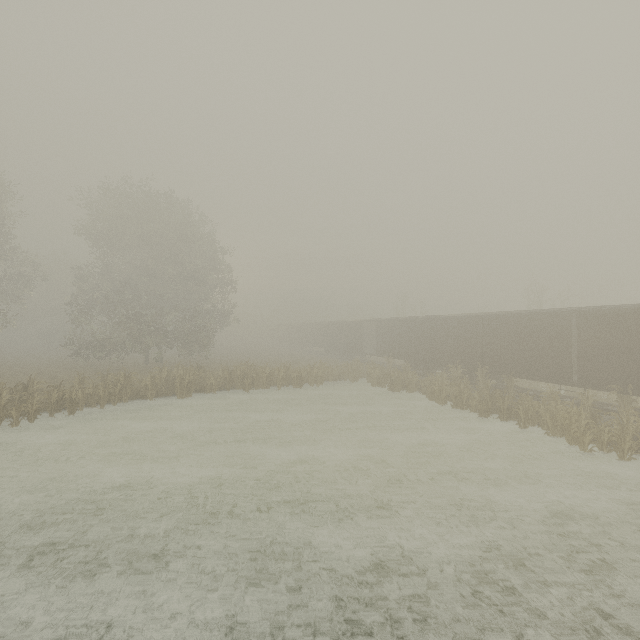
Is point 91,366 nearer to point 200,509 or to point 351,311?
point 200,509

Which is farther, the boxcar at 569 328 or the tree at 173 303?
the tree at 173 303

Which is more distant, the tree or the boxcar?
the tree
